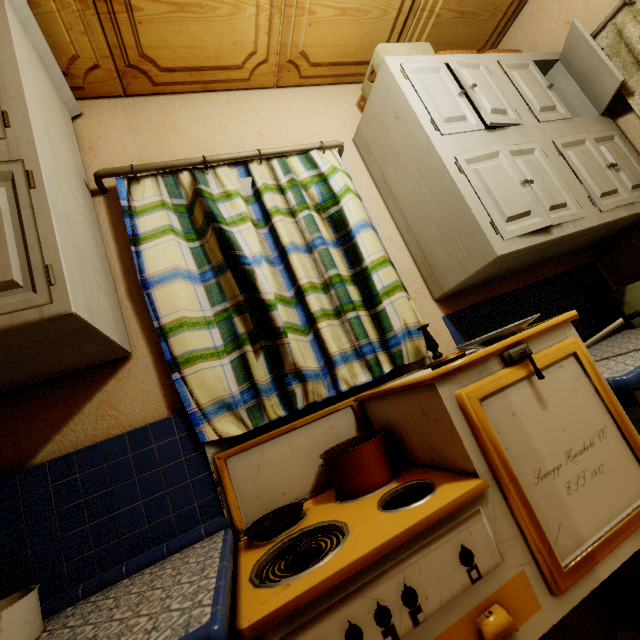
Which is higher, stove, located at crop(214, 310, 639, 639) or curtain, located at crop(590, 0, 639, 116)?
curtain, located at crop(590, 0, 639, 116)

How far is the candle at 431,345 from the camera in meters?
1.4 m

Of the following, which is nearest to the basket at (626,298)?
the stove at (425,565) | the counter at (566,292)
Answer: the counter at (566,292)

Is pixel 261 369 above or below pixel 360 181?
below

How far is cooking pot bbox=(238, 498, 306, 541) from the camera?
1.0 meters

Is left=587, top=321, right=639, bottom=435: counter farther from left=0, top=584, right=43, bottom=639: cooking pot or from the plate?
left=0, top=584, right=43, bottom=639: cooking pot

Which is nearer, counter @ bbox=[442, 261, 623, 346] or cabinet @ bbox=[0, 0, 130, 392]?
cabinet @ bbox=[0, 0, 130, 392]

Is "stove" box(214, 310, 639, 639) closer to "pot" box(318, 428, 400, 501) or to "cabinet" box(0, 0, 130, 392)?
"pot" box(318, 428, 400, 501)
